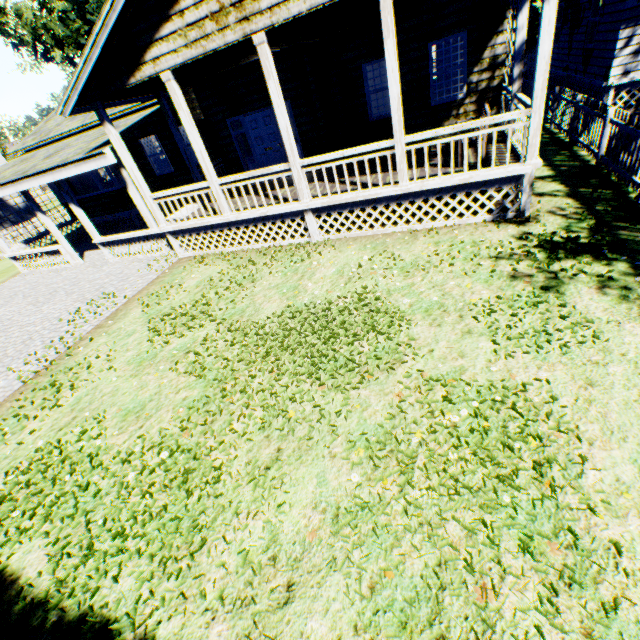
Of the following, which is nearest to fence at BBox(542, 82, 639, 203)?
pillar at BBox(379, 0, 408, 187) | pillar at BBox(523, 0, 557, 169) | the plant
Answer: the plant

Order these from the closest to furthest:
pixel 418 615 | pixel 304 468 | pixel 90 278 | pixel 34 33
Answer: pixel 418 615
pixel 304 468
pixel 90 278
pixel 34 33

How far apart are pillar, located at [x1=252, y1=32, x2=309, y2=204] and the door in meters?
4.1 m

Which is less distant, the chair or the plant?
the chair

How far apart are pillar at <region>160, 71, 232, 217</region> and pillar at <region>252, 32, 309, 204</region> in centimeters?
224cm

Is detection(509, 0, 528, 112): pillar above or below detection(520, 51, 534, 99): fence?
above

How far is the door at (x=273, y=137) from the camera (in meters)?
10.95

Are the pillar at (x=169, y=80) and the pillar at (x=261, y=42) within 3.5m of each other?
yes
